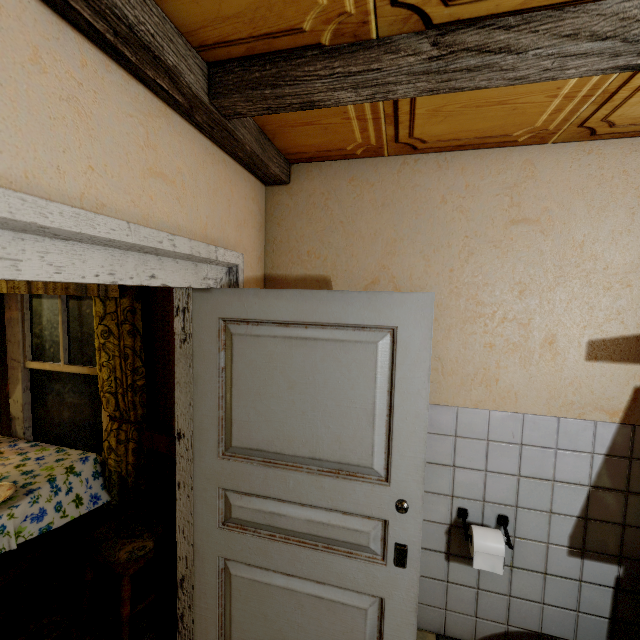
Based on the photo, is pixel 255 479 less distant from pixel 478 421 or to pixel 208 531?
pixel 208 531

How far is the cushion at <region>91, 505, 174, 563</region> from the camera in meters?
1.8 m

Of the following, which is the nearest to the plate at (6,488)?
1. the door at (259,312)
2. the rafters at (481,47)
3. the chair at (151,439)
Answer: the chair at (151,439)

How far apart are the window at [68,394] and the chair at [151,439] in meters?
0.5

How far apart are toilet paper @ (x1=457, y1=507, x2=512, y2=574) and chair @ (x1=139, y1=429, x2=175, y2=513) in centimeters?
169cm

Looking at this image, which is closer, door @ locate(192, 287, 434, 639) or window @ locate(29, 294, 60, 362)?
door @ locate(192, 287, 434, 639)

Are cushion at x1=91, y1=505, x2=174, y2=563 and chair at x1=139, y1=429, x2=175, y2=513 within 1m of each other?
yes

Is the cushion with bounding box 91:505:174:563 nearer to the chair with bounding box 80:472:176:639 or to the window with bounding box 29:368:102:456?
the chair with bounding box 80:472:176:639
